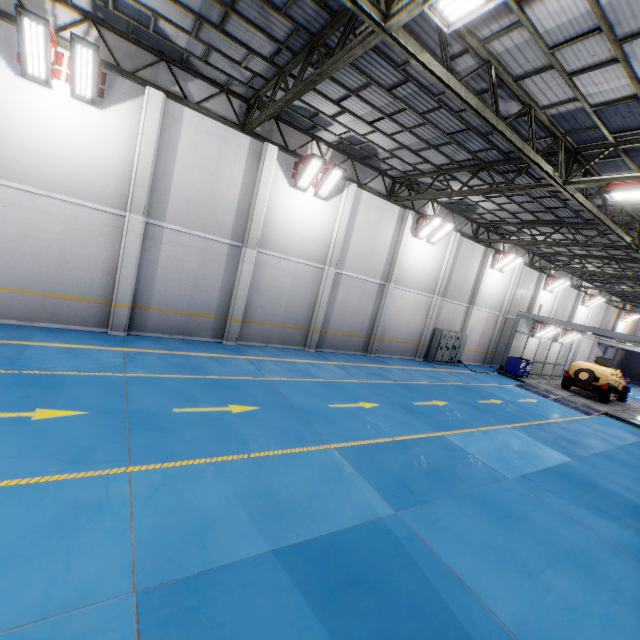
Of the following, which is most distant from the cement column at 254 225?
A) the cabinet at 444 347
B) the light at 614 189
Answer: the cabinet at 444 347

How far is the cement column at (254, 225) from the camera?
12.3m

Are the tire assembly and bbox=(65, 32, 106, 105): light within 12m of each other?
no

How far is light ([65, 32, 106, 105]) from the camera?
8.3m

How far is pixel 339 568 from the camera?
4.2m

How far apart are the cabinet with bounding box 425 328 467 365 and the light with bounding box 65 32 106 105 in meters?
18.7

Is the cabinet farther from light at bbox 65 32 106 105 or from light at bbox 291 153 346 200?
light at bbox 65 32 106 105

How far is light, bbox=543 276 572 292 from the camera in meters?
25.5
